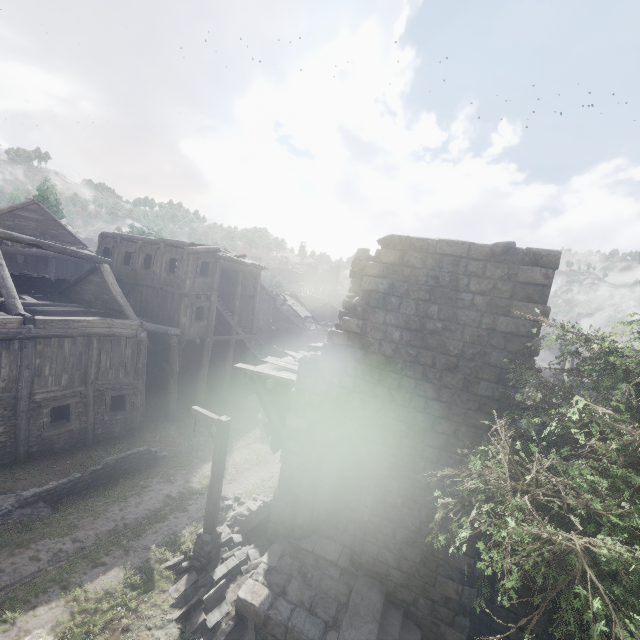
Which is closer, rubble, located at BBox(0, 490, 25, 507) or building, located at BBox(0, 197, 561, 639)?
building, located at BBox(0, 197, 561, 639)

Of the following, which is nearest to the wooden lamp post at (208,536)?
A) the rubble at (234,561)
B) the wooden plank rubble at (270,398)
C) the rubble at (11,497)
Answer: the rubble at (234,561)

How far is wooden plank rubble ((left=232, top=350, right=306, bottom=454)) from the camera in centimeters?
1048cm

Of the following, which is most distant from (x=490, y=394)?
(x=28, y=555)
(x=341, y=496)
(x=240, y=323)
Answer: (x=240, y=323)

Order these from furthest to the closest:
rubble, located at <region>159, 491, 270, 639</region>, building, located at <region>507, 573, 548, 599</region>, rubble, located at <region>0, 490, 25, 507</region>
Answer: rubble, located at <region>0, 490, 25, 507</region>, building, located at <region>507, 573, 548, 599</region>, rubble, located at <region>159, 491, 270, 639</region>

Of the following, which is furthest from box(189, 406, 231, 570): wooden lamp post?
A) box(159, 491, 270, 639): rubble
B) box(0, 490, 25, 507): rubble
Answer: box(0, 490, 25, 507): rubble

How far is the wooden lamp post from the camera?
9.3m

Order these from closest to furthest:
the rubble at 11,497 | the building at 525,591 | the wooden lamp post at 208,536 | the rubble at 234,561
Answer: the rubble at 234,561, the building at 525,591, the wooden lamp post at 208,536, the rubble at 11,497
